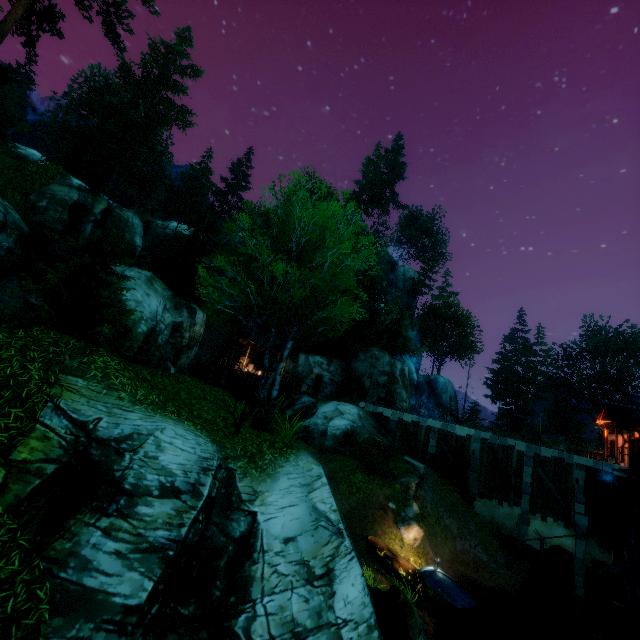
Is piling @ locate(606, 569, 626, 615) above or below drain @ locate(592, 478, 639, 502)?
below

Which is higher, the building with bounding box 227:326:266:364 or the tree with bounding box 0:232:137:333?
the building with bounding box 227:326:266:364

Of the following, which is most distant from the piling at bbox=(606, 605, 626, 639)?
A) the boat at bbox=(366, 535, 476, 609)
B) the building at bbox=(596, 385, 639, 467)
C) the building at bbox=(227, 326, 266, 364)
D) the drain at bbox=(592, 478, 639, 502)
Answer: the building at bbox=(227, 326, 266, 364)

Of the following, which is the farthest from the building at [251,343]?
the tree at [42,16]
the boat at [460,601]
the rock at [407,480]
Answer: the boat at [460,601]

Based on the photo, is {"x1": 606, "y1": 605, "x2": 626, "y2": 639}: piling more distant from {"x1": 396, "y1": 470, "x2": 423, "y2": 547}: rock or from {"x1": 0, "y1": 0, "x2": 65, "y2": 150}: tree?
{"x1": 0, "y1": 0, "x2": 65, "y2": 150}: tree

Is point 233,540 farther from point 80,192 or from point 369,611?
point 80,192

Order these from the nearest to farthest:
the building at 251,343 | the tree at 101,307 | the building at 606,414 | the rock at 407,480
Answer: the tree at 101,307
the rock at 407,480
the building at 606,414
the building at 251,343

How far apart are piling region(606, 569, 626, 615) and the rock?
8.8 meters
